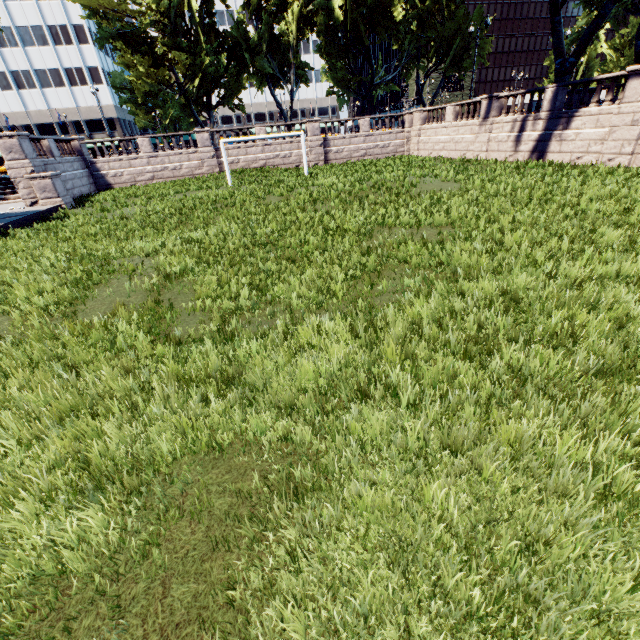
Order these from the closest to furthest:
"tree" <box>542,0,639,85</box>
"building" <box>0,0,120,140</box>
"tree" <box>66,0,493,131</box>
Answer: "tree" <box>542,0,639,85</box>, "tree" <box>66,0,493,131</box>, "building" <box>0,0,120,140</box>

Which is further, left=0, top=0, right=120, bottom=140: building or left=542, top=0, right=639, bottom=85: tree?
left=0, top=0, right=120, bottom=140: building

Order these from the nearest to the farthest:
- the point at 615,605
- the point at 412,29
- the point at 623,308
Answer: the point at 615,605 → the point at 623,308 → the point at 412,29

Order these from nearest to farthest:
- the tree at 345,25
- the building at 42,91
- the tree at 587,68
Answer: the tree at 587,68 < the tree at 345,25 < the building at 42,91

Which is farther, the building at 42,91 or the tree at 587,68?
the building at 42,91

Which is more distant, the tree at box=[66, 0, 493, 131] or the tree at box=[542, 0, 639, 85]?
the tree at box=[66, 0, 493, 131]
